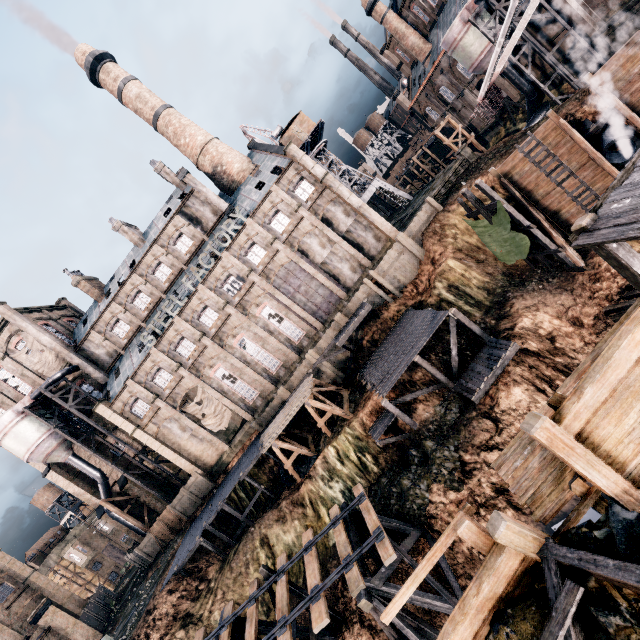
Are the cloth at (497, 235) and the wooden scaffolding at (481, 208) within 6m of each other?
yes

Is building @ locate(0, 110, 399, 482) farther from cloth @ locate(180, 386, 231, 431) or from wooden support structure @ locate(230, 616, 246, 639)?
wooden support structure @ locate(230, 616, 246, 639)

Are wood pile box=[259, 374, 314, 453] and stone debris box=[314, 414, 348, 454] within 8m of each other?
yes

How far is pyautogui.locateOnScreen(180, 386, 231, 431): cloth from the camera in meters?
37.5 m

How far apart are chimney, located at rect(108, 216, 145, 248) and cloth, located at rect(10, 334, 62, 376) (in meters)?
16.07

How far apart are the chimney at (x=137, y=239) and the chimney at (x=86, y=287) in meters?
7.5

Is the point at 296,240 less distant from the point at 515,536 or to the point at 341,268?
the point at 341,268

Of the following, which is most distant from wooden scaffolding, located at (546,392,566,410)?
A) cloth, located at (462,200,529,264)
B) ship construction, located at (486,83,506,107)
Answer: ship construction, located at (486,83,506,107)
